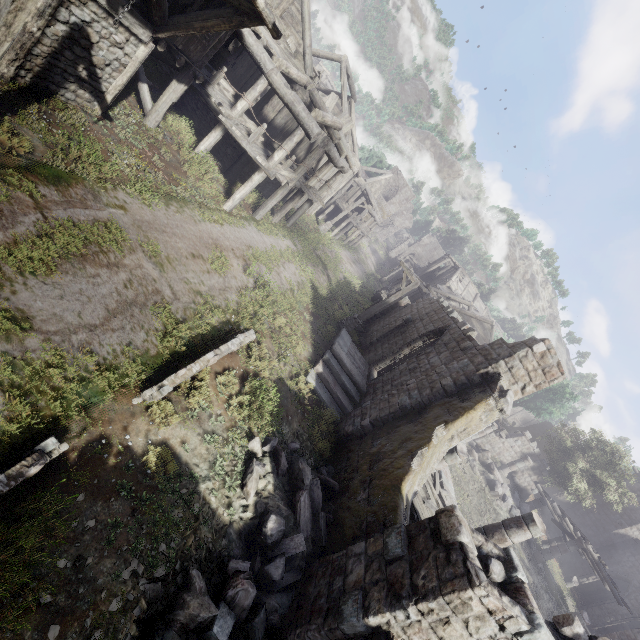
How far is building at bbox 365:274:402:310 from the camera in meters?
28.0 m

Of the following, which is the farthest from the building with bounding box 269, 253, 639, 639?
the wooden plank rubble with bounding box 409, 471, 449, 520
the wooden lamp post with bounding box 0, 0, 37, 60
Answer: the wooden lamp post with bounding box 0, 0, 37, 60

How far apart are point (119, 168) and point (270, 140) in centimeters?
779cm

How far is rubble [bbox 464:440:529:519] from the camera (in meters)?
20.11

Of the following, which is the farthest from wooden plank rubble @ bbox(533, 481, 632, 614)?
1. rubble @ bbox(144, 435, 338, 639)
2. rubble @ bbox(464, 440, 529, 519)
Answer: rubble @ bbox(144, 435, 338, 639)

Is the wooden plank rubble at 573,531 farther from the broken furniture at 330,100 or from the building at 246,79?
the broken furniture at 330,100

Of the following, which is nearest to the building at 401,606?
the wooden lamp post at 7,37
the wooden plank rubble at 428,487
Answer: the wooden plank rubble at 428,487

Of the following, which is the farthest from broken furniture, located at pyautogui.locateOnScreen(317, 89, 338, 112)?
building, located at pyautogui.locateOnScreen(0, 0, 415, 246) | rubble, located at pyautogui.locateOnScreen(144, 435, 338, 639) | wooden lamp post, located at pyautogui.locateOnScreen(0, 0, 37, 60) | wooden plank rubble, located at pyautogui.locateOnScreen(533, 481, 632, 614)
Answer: wooden plank rubble, located at pyautogui.locateOnScreen(533, 481, 632, 614)
